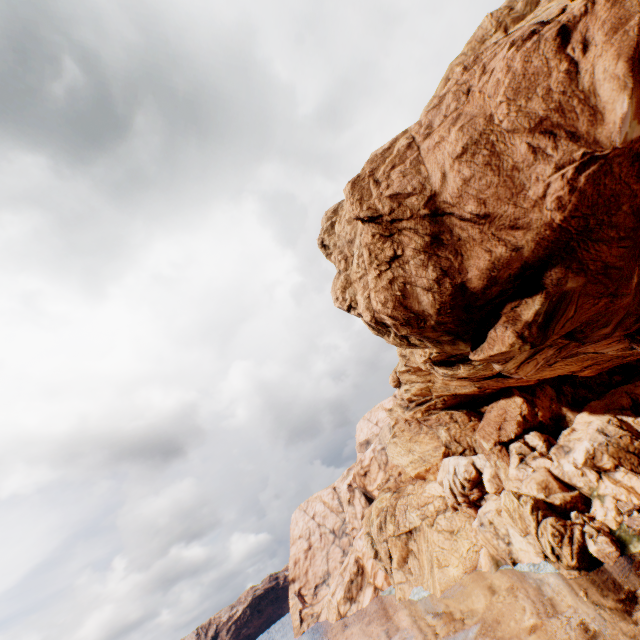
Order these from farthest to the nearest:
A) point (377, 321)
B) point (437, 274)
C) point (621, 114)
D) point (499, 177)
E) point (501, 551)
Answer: point (501, 551) < point (377, 321) < point (437, 274) < point (499, 177) < point (621, 114)
